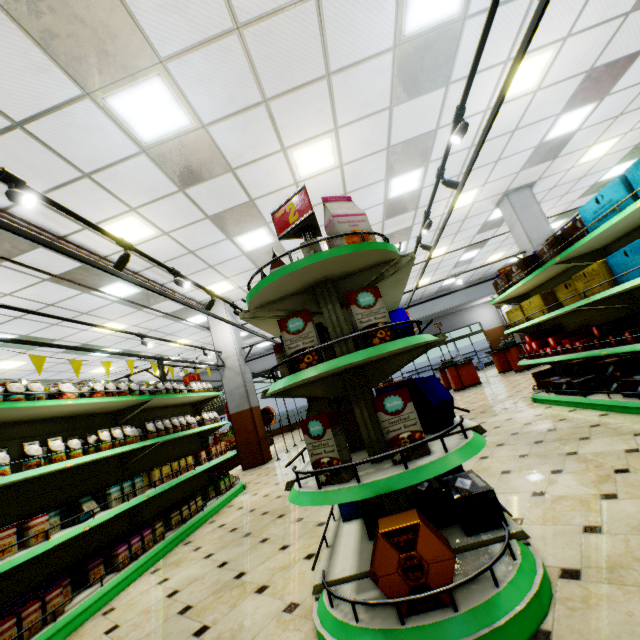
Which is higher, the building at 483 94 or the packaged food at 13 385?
the building at 483 94

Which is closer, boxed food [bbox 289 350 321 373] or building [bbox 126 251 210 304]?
boxed food [bbox 289 350 321 373]

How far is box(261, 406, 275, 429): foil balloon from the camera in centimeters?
969cm

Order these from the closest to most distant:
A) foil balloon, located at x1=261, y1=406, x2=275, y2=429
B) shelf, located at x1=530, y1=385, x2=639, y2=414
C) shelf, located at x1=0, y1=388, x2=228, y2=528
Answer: shelf, located at x1=0, y1=388, x2=228, y2=528 → shelf, located at x1=530, y1=385, x2=639, y2=414 → foil balloon, located at x1=261, y1=406, x2=275, y2=429

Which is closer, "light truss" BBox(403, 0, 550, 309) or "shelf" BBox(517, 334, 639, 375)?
"light truss" BBox(403, 0, 550, 309)

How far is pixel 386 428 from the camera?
1.7 meters

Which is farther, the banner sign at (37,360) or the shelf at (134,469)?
the banner sign at (37,360)

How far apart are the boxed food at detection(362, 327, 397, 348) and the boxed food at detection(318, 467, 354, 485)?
0.40m
